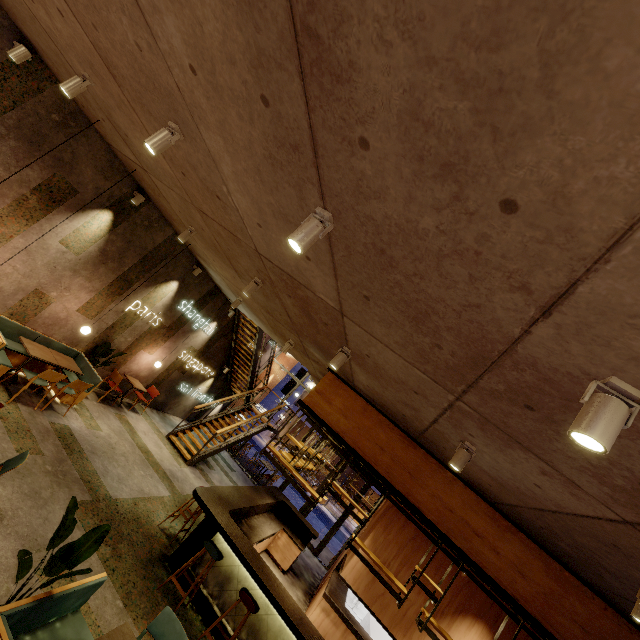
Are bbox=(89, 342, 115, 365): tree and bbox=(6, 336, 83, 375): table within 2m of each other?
yes

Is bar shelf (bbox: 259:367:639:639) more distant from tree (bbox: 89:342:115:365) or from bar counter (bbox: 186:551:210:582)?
tree (bbox: 89:342:115:365)

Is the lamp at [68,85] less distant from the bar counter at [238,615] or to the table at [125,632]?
the bar counter at [238,615]

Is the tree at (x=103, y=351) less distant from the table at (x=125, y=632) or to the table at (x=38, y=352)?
the table at (x=38, y=352)

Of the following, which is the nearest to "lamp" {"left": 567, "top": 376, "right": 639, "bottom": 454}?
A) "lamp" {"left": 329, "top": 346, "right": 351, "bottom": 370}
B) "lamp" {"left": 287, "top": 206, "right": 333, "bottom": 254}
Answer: "lamp" {"left": 287, "top": 206, "right": 333, "bottom": 254}

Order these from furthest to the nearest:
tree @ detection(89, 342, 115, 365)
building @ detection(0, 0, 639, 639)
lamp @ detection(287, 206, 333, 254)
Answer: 1. tree @ detection(89, 342, 115, 365)
2. lamp @ detection(287, 206, 333, 254)
3. building @ detection(0, 0, 639, 639)

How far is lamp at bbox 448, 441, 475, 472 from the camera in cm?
381

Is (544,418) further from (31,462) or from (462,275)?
(31,462)
